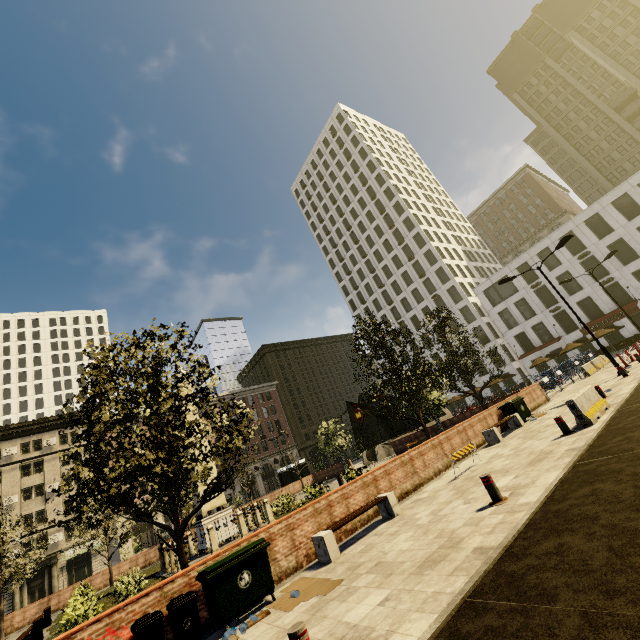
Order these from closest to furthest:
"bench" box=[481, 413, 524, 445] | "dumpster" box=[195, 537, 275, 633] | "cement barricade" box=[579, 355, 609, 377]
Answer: "dumpster" box=[195, 537, 275, 633], "bench" box=[481, 413, 524, 445], "cement barricade" box=[579, 355, 609, 377]

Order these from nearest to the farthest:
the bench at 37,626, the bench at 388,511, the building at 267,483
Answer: the bench at 388,511
the bench at 37,626
the building at 267,483

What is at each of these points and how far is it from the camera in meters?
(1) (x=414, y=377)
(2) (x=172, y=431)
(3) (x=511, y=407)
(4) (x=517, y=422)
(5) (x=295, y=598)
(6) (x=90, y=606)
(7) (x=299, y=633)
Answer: (1) tree, 25.7 m
(2) tree, 9.0 m
(3) dumpster, 15.9 m
(4) bench, 15.1 m
(5) cardboard, 6.4 m
(6) plant, 10.0 m
(7) metal bar, 3.8 m

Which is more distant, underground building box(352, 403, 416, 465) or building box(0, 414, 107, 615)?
building box(0, 414, 107, 615)

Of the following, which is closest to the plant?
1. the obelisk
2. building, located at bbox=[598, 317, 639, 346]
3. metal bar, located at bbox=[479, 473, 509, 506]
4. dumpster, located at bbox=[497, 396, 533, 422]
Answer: the obelisk

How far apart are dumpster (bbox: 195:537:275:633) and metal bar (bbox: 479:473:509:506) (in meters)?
4.85

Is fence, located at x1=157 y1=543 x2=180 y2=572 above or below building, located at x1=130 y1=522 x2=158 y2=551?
below

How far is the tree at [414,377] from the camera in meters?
15.5 m
